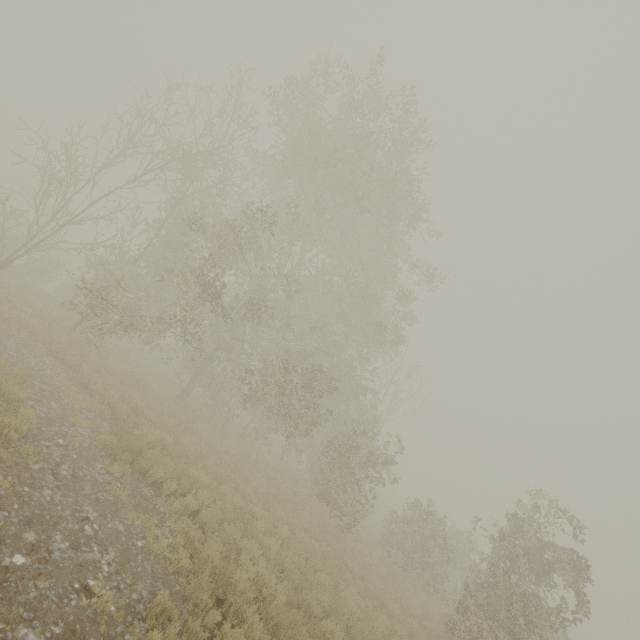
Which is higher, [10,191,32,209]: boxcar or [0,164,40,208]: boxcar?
[0,164,40,208]: boxcar

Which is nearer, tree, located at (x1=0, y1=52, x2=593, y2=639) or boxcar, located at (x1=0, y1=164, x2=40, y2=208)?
tree, located at (x1=0, y1=52, x2=593, y2=639)

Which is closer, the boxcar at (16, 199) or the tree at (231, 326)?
the tree at (231, 326)

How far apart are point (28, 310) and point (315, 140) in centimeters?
1361cm

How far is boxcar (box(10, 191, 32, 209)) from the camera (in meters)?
41.75
